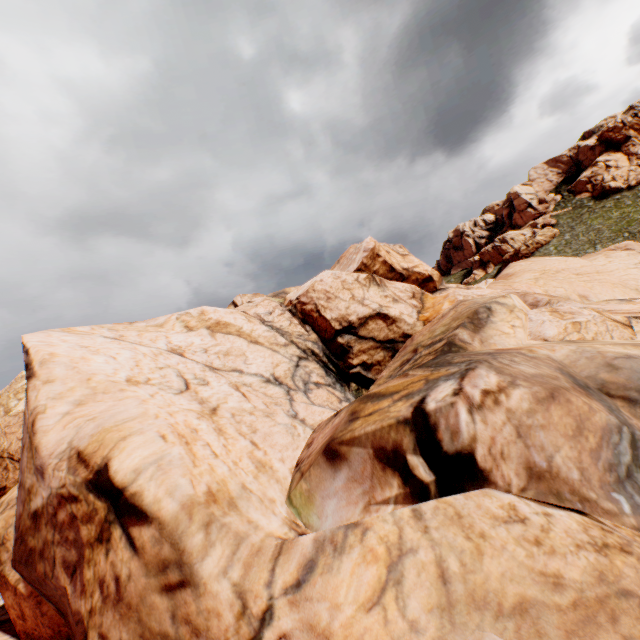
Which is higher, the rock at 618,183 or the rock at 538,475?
the rock at 618,183

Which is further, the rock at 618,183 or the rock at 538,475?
the rock at 618,183

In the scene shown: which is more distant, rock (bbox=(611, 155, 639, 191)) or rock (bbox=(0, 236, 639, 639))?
rock (bbox=(611, 155, 639, 191))

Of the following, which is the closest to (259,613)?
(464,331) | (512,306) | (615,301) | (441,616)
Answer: (441,616)

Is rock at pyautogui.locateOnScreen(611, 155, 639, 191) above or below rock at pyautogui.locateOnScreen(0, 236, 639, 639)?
above
